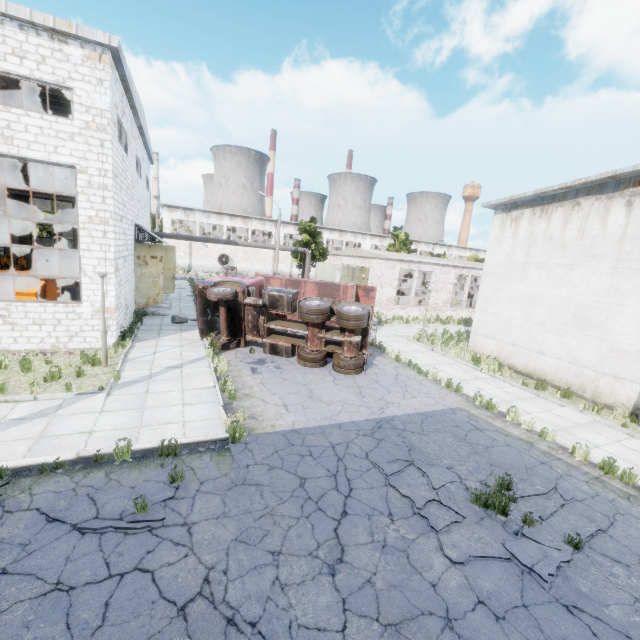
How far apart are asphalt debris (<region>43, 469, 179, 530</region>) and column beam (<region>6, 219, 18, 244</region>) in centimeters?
2837cm

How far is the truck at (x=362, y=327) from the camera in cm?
1284

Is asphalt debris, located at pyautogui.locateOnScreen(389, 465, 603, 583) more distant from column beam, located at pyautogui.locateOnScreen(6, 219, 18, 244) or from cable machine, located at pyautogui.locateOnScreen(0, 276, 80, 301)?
column beam, located at pyautogui.locateOnScreen(6, 219, 18, 244)

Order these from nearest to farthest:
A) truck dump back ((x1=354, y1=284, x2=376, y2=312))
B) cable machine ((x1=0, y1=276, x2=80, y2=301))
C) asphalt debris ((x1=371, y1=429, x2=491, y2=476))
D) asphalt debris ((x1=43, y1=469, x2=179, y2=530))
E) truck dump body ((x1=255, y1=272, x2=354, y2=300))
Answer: asphalt debris ((x1=43, y1=469, x2=179, y2=530))
asphalt debris ((x1=371, y1=429, x2=491, y2=476))
cable machine ((x1=0, y1=276, x2=80, y2=301))
truck dump body ((x1=255, y1=272, x2=354, y2=300))
truck dump back ((x1=354, y1=284, x2=376, y2=312))

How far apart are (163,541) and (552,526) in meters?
6.9

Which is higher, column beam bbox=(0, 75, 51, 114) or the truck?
column beam bbox=(0, 75, 51, 114)

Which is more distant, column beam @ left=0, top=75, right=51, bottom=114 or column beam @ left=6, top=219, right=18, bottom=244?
column beam @ left=6, top=219, right=18, bottom=244

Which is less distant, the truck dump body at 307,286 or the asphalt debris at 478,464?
the asphalt debris at 478,464
